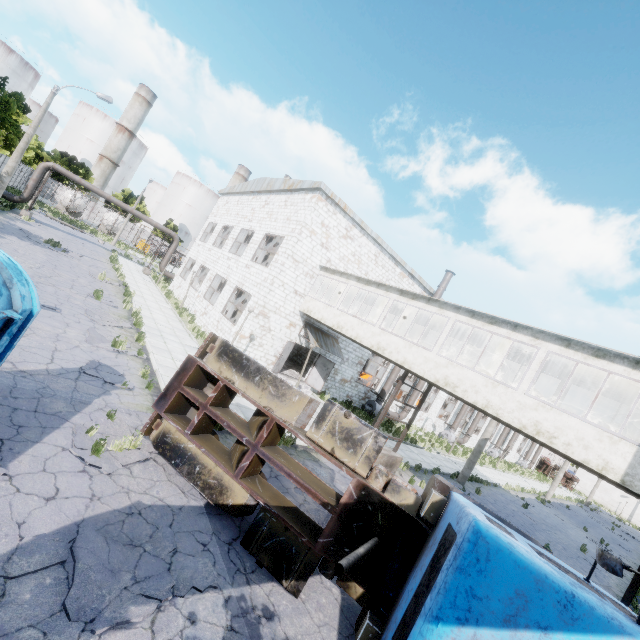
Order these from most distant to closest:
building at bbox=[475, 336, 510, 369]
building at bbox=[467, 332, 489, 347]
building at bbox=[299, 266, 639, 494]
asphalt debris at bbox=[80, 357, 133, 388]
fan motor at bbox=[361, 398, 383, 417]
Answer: fan motor at bbox=[361, 398, 383, 417], building at bbox=[467, 332, 489, 347], building at bbox=[475, 336, 510, 369], asphalt debris at bbox=[80, 357, 133, 388], building at bbox=[299, 266, 639, 494]

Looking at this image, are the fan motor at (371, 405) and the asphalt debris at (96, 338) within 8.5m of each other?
no

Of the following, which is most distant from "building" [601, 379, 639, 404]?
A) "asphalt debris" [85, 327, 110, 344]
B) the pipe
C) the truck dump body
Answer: the pipe

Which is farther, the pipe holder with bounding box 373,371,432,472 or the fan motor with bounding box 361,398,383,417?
the fan motor with bounding box 361,398,383,417

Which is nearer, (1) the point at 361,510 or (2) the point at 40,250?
(1) the point at 361,510

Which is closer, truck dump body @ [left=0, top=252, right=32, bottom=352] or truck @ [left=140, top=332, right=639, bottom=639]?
truck @ [left=140, top=332, right=639, bottom=639]

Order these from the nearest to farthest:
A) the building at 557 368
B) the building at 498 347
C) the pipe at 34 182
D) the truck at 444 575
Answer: the truck at 444 575 < the building at 557 368 < the building at 498 347 < the pipe at 34 182

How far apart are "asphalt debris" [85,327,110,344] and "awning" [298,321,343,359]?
9.1 meters
